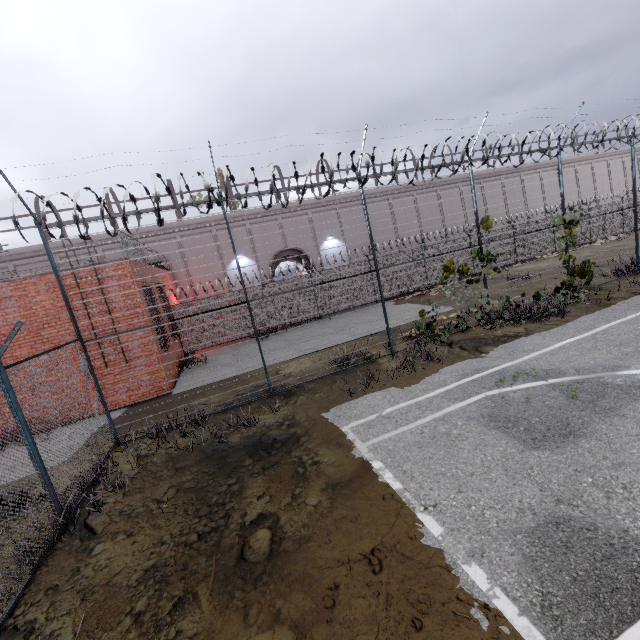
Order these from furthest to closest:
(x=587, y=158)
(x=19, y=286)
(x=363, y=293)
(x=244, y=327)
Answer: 1. (x=587, y=158)
2. (x=363, y=293)
3. (x=244, y=327)
4. (x=19, y=286)

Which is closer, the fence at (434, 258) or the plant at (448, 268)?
the fence at (434, 258)

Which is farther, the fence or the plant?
the plant

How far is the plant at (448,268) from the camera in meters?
10.3

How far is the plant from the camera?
10.3m
